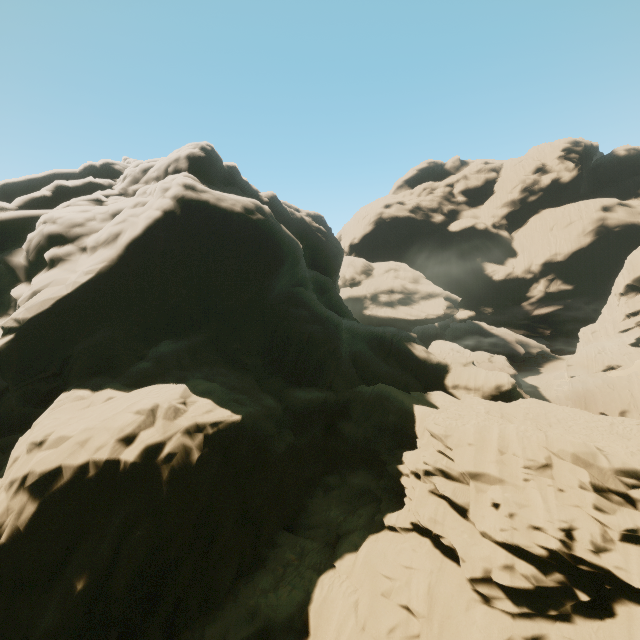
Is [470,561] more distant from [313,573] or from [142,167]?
[142,167]
